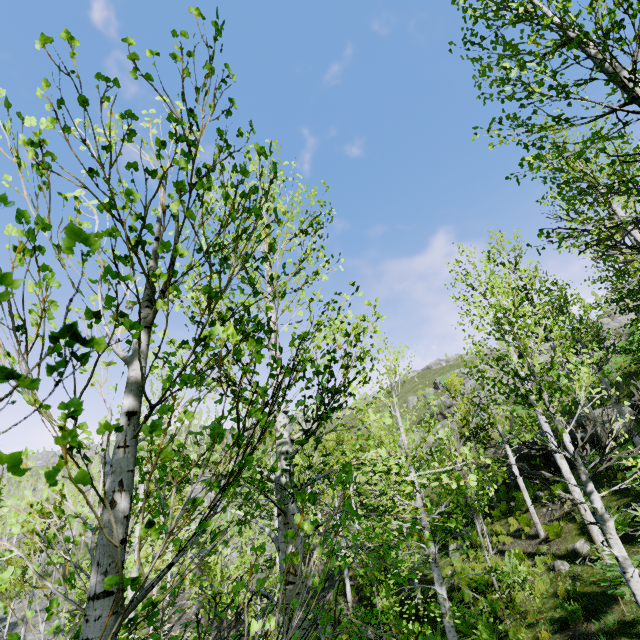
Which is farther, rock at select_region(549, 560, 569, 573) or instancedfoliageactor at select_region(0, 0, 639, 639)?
rock at select_region(549, 560, 569, 573)

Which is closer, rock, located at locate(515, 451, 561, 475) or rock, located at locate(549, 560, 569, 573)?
rock, located at locate(549, 560, 569, 573)

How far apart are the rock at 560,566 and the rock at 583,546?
0.2 meters

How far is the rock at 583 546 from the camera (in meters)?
8.83

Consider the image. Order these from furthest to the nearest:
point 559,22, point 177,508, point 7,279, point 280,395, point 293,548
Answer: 1. point 177,508
2. point 280,395
3. point 293,548
4. point 559,22
5. point 7,279

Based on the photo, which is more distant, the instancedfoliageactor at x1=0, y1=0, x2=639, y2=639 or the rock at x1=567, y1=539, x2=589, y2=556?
the rock at x1=567, y1=539, x2=589, y2=556

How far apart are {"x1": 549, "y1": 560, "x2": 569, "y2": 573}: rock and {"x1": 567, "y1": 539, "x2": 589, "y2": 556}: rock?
0.2 meters

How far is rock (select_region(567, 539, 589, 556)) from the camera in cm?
883
